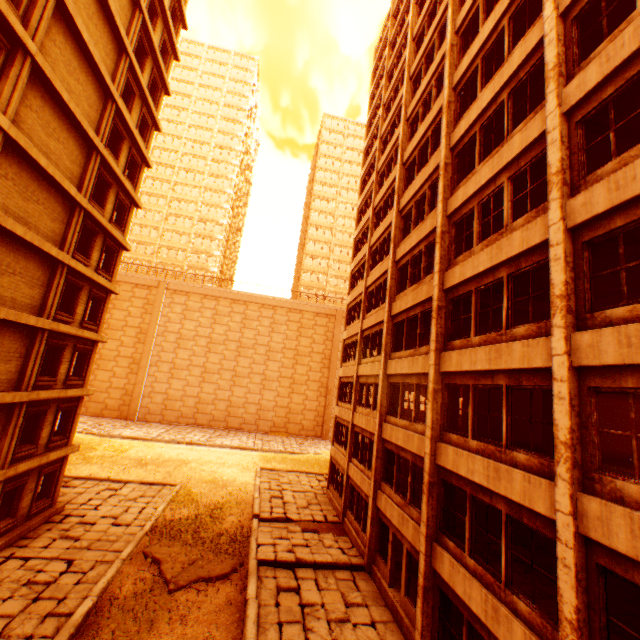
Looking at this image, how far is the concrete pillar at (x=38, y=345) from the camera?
13.52m

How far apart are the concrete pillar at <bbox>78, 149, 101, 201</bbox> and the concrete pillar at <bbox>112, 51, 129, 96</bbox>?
3.5m

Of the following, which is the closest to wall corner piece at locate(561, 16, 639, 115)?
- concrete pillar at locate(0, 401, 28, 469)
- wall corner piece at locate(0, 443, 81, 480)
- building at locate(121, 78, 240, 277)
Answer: concrete pillar at locate(0, 401, 28, 469)

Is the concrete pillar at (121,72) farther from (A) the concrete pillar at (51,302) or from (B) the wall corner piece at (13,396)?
(A) the concrete pillar at (51,302)

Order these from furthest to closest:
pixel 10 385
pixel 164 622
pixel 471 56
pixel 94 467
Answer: pixel 94 467 → pixel 10 385 → pixel 471 56 → pixel 164 622

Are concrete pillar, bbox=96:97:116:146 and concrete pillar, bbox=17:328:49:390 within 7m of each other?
no

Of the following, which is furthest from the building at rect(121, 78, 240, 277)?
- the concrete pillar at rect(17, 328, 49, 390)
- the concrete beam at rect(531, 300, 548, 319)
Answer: the concrete beam at rect(531, 300, 548, 319)

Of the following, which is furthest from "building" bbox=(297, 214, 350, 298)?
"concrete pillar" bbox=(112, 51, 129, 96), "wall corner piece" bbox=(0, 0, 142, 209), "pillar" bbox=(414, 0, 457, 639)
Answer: "pillar" bbox=(414, 0, 457, 639)
